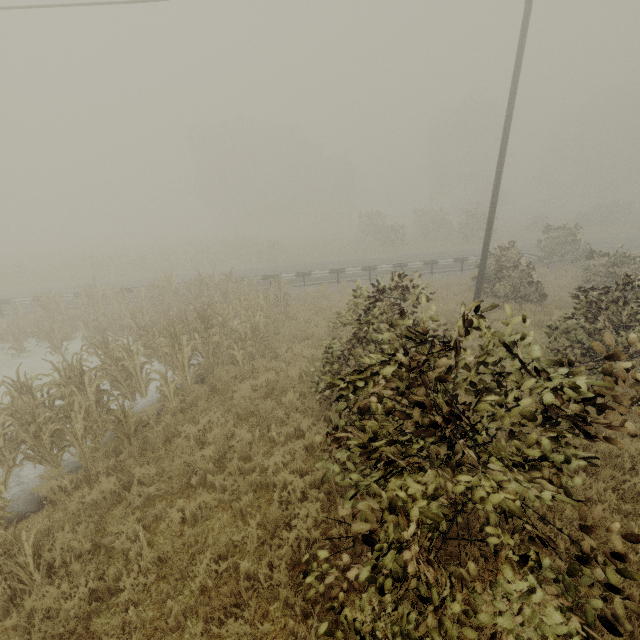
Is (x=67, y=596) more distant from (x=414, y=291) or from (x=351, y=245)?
(x=351, y=245)

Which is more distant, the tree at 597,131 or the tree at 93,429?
the tree at 93,429

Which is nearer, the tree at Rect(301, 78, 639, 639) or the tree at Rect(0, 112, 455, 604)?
the tree at Rect(301, 78, 639, 639)
